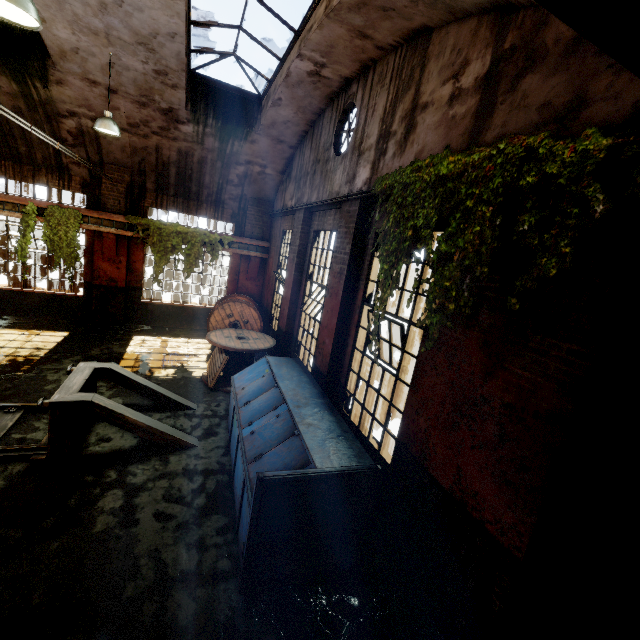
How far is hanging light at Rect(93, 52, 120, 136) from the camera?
7.4 meters

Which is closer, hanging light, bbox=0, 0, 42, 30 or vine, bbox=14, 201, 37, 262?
hanging light, bbox=0, 0, 42, 30

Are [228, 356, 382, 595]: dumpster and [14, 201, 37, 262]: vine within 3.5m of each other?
no

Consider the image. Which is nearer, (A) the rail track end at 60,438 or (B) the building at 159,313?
(A) the rail track end at 60,438

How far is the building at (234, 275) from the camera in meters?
13.0

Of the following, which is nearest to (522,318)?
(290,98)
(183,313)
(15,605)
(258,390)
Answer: (258,390)

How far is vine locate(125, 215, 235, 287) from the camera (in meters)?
11.16

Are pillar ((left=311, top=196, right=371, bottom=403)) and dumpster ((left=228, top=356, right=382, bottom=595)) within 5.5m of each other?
yes
